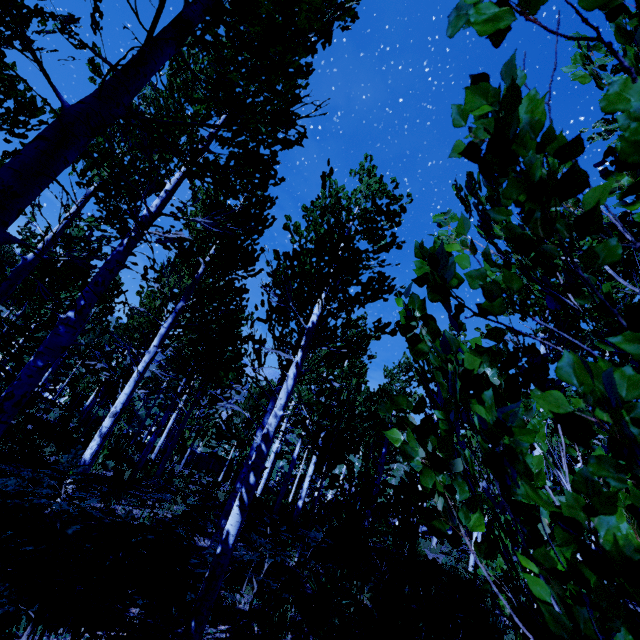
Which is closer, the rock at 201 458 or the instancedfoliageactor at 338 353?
the instancedfoliageactor at 338 353

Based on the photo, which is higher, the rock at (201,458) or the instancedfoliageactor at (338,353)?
the instancedfoliageactor at (338,353)

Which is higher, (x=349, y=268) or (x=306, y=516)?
(x=349, y=268)

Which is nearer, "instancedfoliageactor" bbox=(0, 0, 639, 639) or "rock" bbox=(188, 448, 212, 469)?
"instancedfoliageactor" bbox=(0, 0, 639, 639)

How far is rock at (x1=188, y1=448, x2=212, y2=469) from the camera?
36.34m

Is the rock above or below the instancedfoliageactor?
below
